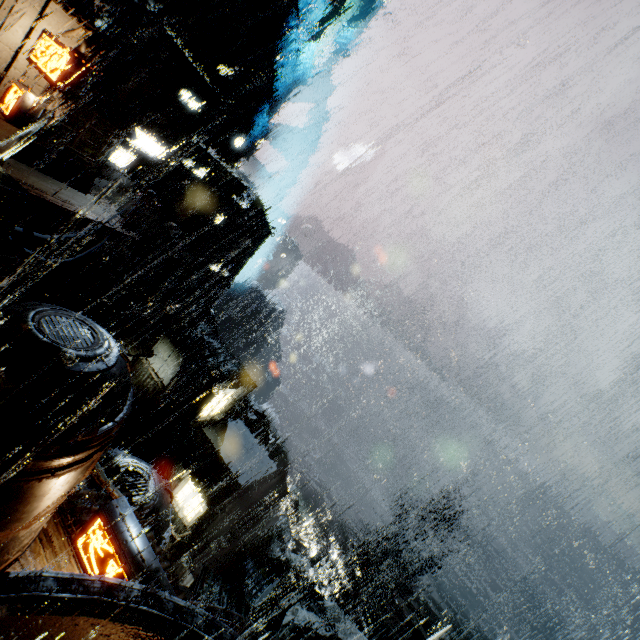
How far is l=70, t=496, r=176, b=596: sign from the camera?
8.8m

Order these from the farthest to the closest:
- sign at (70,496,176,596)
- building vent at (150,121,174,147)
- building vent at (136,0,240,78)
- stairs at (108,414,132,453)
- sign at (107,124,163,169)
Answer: building vent at (150,121,174,147) < building vent at (136,0,240,78) < stairs at (108,414,132,453) < sign at (107,124,163,169) < sign at (70,496,176,596)

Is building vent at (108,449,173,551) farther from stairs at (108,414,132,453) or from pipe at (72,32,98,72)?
pipe at (72,32,98,72)

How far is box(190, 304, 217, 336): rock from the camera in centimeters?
5509cm

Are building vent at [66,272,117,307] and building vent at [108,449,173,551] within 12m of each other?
no

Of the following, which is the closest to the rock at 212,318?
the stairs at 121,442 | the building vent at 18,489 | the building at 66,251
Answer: the building at 66,251

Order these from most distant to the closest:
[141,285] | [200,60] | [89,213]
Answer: [141,285], [200,60], [89,213]

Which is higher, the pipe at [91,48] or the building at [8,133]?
the pipe at [91,48]
